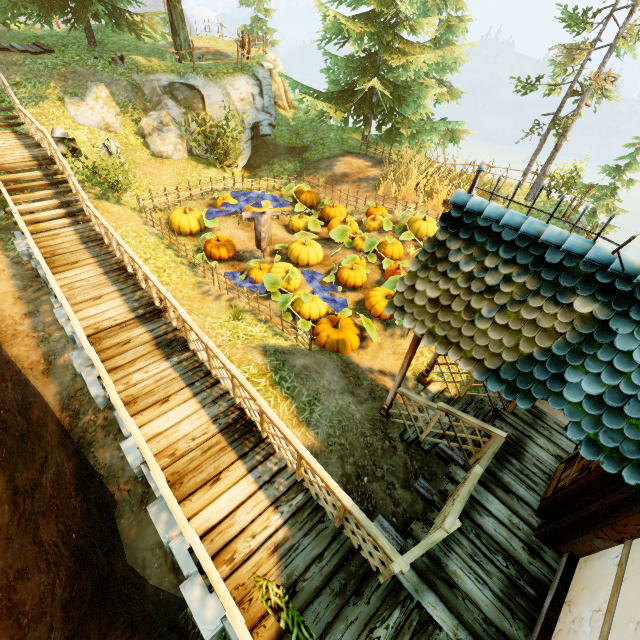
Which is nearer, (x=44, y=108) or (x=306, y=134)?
(x=44, y=108)

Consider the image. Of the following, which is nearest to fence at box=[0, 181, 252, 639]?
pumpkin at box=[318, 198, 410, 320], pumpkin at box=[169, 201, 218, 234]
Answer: pumpkin at box=[169, 201, 218, 234]

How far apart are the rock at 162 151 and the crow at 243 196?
6.3 meters

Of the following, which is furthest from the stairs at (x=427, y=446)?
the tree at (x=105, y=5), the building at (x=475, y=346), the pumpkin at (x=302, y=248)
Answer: the tree at (x=105, y=5)

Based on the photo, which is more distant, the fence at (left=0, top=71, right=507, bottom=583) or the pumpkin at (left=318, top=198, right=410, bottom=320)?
the pumpkin at (left=318, top=198, right=410, bottom=320)

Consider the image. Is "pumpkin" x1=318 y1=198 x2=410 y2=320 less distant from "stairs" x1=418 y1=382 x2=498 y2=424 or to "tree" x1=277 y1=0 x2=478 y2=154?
"stairs" x1=418 y1=382 x2=498 y2=424

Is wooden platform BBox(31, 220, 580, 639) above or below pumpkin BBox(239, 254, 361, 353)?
above

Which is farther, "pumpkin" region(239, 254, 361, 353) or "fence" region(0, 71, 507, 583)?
"pumpkin" region(239, 254, 361, 353)
